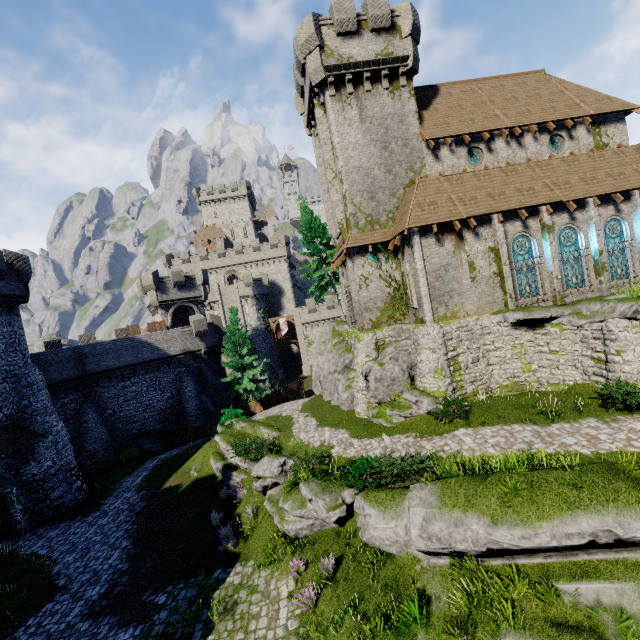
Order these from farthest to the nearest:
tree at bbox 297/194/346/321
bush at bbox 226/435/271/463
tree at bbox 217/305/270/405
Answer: tree at bbox 297/194/346/321
tree at bbox 217/305/270/405
bush at bbox 226/435/271/463

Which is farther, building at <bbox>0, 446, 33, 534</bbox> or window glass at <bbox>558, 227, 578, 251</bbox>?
window glass at <bbox>558, 227, 578, 251</bbox>

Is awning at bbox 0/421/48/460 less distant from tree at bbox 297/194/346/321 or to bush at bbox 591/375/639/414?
tree at bbox 297/194/346/321

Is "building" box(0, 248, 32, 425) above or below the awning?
above

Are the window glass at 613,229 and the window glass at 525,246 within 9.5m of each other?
yes

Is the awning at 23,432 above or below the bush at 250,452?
above

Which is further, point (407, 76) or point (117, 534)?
point (407, 76)

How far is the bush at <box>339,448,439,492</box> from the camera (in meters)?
11.77
